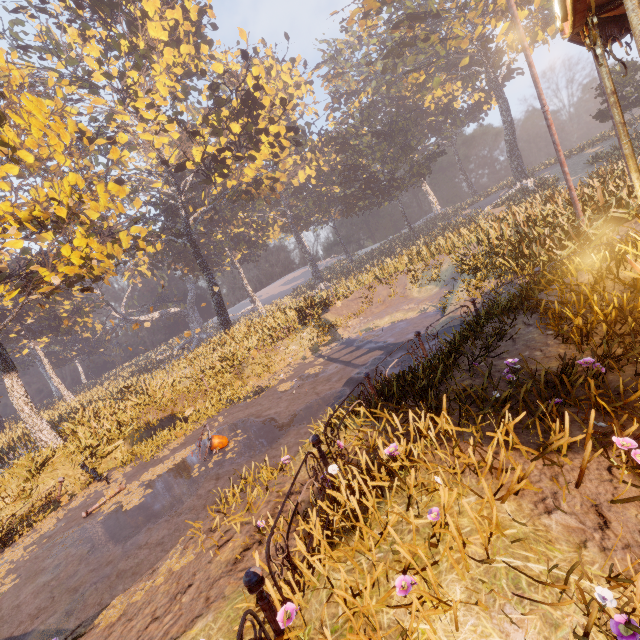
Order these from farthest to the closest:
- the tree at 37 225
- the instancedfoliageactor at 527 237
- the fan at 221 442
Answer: the tree at 37 225, the fan at 221 442, the instancedfoliageactor at 527 237

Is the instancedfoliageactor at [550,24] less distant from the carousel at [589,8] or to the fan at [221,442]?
the carousel at [589,8]

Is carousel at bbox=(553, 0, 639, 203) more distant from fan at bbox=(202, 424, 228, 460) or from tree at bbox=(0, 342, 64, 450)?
tree at bbox=(0, 342, 64, 450)

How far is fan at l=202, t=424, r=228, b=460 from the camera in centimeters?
901cm

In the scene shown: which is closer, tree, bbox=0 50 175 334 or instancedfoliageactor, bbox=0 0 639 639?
instancedfoliageactor, bbox=0 0 639 639

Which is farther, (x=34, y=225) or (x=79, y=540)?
(x=34, y=225)

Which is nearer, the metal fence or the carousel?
the metal fence

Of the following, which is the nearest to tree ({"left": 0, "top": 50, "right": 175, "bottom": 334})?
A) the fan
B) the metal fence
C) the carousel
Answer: the fan
